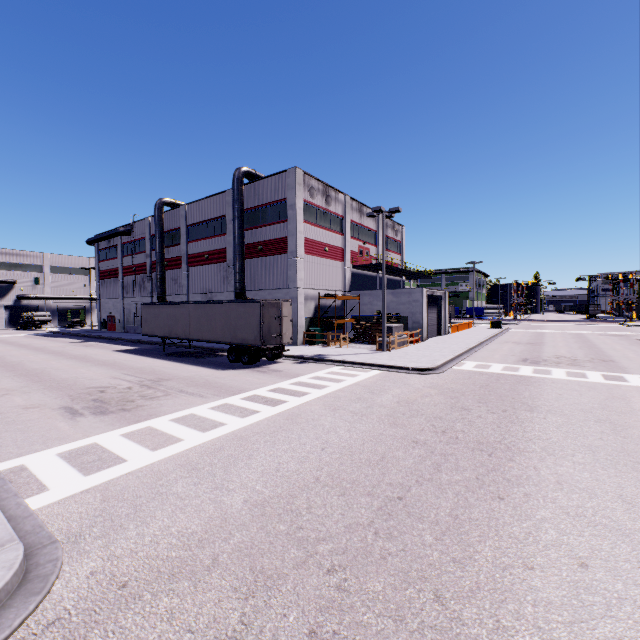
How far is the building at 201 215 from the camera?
31.9m

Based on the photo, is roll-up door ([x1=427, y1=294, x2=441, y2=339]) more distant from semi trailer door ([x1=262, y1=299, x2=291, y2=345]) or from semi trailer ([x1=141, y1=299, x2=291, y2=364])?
semi trailer door ([x1=262, y1=299, x2=291, y2=345])

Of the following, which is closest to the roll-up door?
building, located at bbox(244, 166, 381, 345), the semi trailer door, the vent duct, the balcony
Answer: building, located at bbox(244, 166, 381, 345)

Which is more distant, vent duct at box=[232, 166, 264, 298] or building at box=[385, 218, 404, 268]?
building at box=[385, 218, 404, 268]

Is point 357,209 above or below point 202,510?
above

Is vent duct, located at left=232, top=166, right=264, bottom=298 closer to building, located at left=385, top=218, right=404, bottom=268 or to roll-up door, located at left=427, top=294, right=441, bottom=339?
building, located at left=385, top=218, right=404, bottom=268

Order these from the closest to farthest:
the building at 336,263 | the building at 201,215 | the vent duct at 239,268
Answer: the building at 336,263, the vent duct at 239,268, the building at 201,215

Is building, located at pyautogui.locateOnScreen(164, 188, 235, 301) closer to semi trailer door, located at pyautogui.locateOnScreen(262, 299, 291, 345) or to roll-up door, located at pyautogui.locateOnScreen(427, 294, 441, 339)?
roll-up door, located at pyautogui.locateOnScreen(427, 294, 441, 339)
